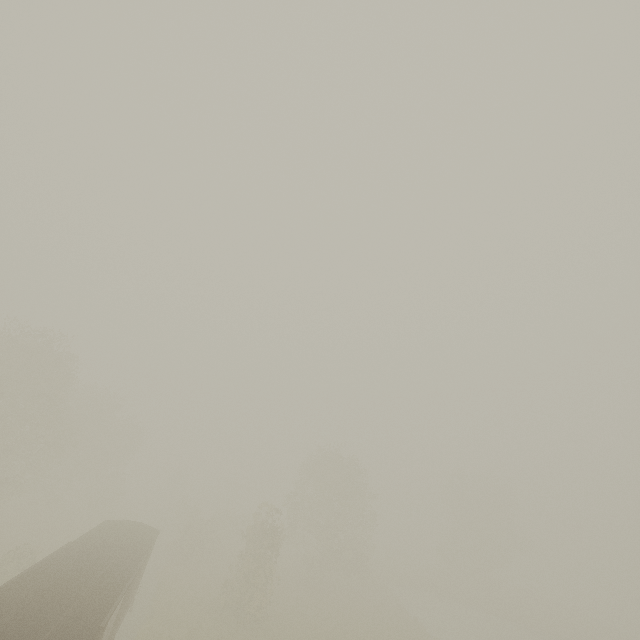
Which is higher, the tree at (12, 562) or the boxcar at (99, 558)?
the boxcar at (99, 558)

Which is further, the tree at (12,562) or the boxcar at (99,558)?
the tree at (12,562)

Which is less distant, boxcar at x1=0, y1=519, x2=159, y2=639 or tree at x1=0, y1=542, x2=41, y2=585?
boxcar at x1=0, y1=519, x2=159, y2=639

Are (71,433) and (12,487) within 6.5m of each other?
yes

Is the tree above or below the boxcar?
below
